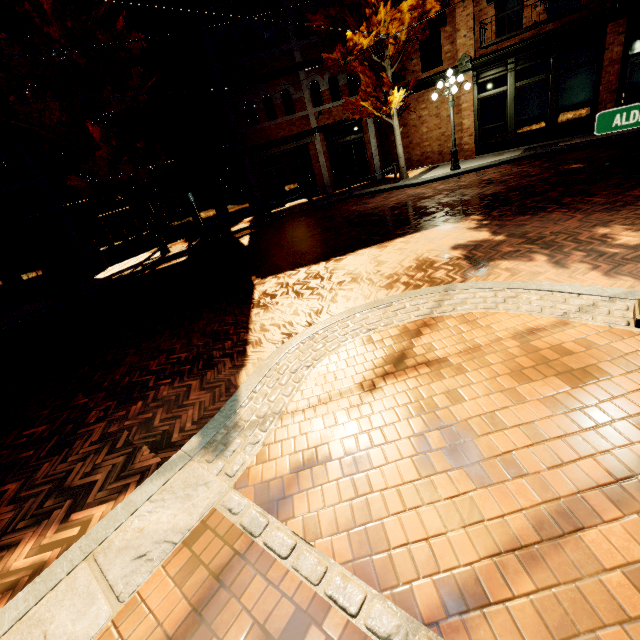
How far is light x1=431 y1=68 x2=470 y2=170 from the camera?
12.4m

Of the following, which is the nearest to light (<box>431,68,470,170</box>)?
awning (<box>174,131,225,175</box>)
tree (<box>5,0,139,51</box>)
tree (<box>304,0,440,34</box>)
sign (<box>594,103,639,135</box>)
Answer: tree (<box>304,0,440,34</box>)

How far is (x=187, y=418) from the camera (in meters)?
3.99

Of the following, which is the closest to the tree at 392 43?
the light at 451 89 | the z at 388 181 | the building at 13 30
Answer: the building at 13 30

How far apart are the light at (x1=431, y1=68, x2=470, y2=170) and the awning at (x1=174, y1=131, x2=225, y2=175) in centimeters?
940cm

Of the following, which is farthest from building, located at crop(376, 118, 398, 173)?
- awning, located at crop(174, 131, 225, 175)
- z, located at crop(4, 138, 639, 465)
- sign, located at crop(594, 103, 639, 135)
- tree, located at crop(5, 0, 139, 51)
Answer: sign, located at crop(594, 103, 639, 135)

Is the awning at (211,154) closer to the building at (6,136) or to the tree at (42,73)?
the building at (6,136)

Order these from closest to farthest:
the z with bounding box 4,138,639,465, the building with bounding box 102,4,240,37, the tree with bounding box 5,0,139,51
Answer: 1. the z with bounding box 4,138,639,465
2. the tree with bounding box 5,0,139,51
3. the building with bounding box 102,4,240,37
